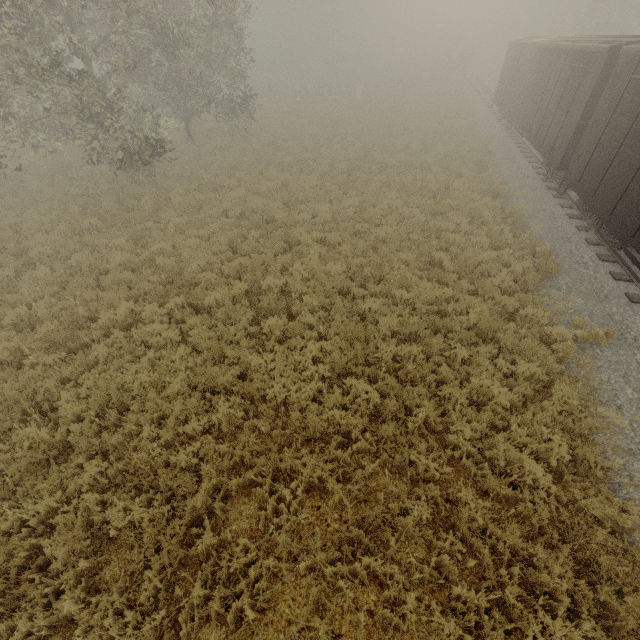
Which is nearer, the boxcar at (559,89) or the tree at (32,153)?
the tree at (32,153)

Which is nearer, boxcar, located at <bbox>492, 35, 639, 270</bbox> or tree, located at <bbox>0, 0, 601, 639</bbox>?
tree, located at <bbox>0, 0, 601, 639</bbox>

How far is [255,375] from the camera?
6.9 meters
